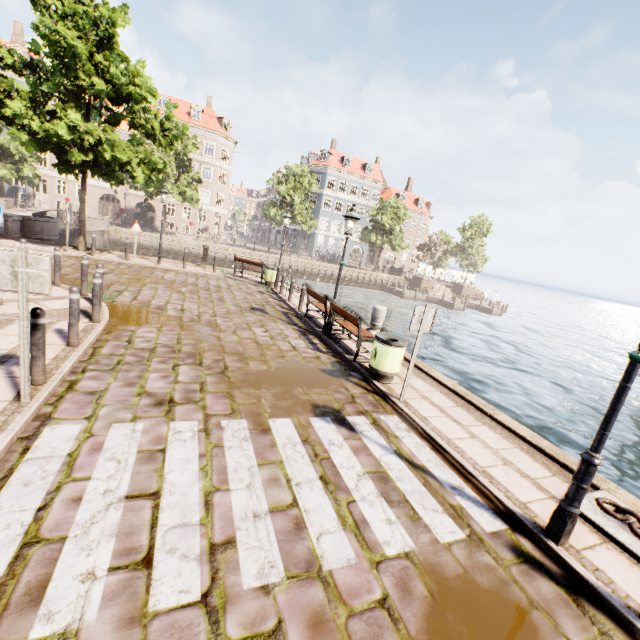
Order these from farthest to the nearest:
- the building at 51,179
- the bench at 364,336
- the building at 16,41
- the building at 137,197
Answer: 1. the building at 137,197
2. the building at 51,179
3. the building at 16,41
4. the bench at 364,336

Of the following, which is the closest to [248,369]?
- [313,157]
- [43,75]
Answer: [43,75]

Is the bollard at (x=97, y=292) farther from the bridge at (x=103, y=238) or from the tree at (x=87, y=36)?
the bridge at (x=103, y=238)

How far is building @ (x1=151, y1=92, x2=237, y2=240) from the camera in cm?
4162

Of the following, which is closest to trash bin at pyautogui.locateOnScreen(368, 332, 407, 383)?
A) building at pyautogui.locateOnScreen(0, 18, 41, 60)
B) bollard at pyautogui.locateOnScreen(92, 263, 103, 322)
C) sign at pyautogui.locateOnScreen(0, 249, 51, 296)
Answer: sign at pyautogui.locateOnScreen(0, 249, 51, 296)

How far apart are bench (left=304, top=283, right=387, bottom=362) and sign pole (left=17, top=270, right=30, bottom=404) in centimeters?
584cm

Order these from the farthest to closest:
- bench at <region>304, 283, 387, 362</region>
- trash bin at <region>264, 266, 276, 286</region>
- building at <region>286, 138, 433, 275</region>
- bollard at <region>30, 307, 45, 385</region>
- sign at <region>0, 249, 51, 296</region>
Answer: building at <region>286, 138, 433, 275</region> < trash bin at <region>264, 266, 276, 286</region> < bench at <region>304, 283, 387, 362</region> < bollard at <region>30, 307, 45, 385</region> < sign at <region>0, 249, 51, 296</region>

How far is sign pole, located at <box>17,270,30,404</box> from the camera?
3.73m
